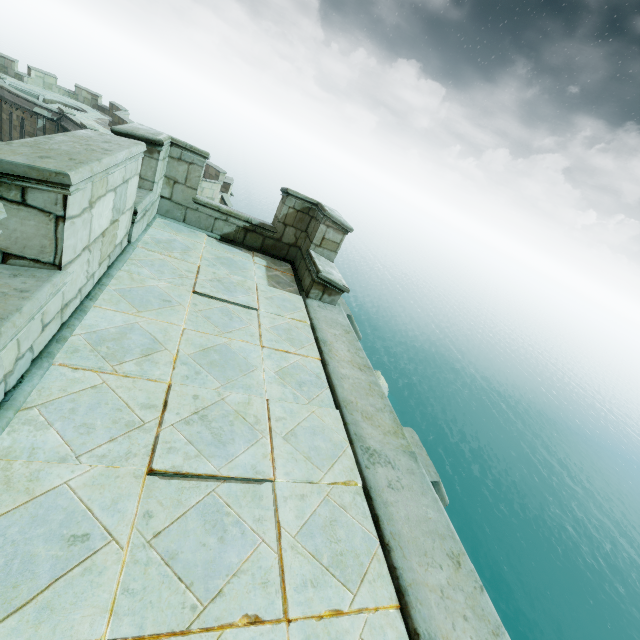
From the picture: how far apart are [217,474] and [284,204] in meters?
5.2 m
